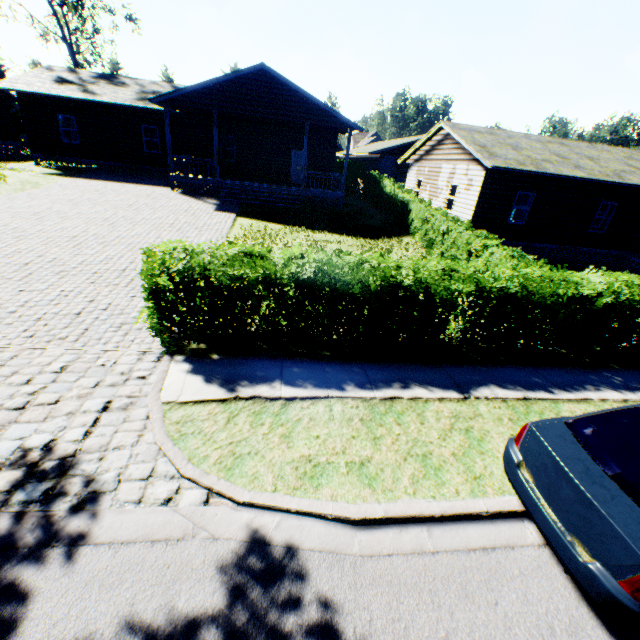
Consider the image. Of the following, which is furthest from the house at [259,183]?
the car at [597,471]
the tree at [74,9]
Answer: the car at [597,471]

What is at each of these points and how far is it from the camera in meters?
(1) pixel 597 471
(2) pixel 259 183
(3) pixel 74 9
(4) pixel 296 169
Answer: (1) car, 3.3 m
(2) house, 20.3 m
(3) tree, 30.1 m
(4) door, 23.5 m

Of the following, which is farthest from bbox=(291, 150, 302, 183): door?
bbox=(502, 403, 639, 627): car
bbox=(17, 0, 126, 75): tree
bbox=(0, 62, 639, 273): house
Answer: bbox=(17, 0, 126, 75): tree

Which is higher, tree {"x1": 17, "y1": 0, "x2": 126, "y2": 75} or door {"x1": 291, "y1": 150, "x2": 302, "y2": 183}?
tree {"x1": 17, "y1": 0, "x2": 126, "y2": 75}

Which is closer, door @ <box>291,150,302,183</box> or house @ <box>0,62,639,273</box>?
house @ <box>0,62,639,273</box>

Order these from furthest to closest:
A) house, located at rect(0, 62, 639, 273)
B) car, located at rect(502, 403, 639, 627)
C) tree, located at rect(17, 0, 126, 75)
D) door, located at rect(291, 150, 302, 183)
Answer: tree, located at rect(17, 0, 126, 75) < door, located at rect(291, 150, 302, 183) < house, located at rect(0, 62, 639, 273) < car, located at rect(502, 403, 639, 627)

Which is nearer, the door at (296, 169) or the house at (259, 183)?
the house at (259, 183)

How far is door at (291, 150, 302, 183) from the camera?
23.05m
